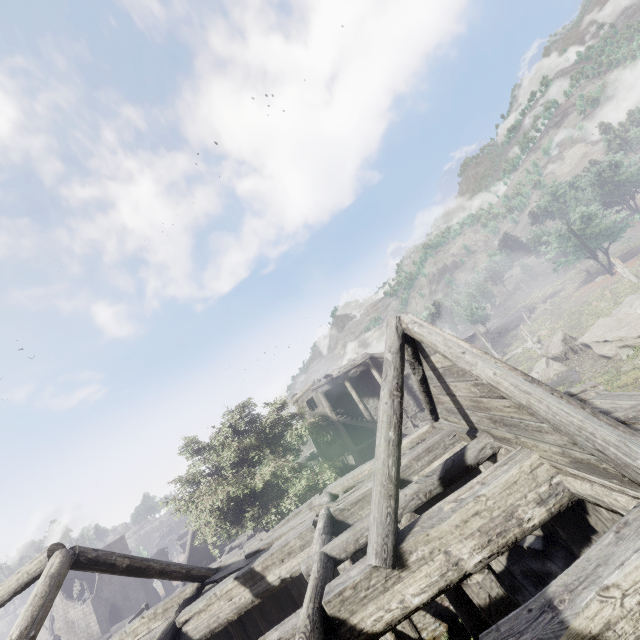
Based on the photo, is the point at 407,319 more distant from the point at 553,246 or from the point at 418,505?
the point at 553,246
